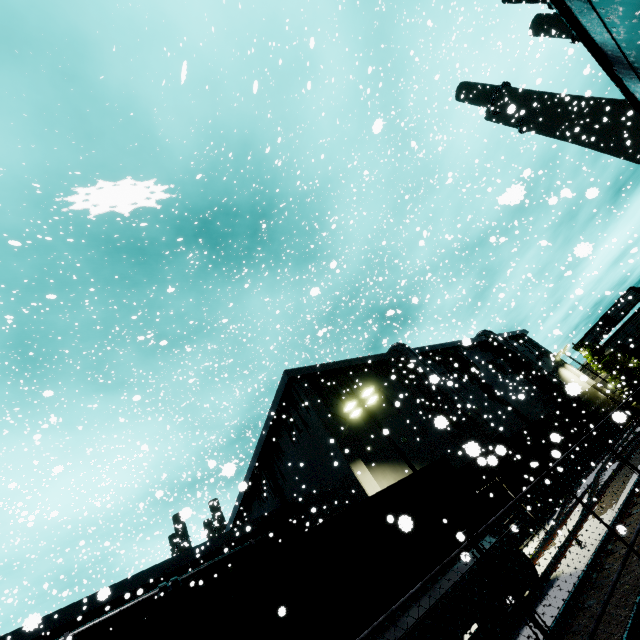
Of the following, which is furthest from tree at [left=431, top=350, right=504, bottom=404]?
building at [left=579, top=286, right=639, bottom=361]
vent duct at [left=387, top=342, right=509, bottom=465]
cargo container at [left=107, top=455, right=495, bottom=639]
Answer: cargo container at [left=107, top=455, right=495, bottom=639]

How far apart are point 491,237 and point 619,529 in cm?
560

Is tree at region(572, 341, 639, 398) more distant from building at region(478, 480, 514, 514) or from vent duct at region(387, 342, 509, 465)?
vent duct at region(387, 342, 509, 465)

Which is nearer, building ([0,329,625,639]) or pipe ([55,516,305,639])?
pipe ([55,516,305,639])

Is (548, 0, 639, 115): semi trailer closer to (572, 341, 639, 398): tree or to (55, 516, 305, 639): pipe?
(572, 341, 639, 398): tree

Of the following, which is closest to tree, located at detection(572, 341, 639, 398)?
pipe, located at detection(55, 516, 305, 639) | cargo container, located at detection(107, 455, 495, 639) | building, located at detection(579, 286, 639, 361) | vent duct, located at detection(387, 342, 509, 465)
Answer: building, located at detection(579, 286, 639, 361)

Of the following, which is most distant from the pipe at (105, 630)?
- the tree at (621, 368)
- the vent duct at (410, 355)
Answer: the tree at (621, 368)

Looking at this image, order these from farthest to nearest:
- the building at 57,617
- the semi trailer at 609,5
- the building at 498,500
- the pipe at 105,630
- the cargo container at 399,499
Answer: the building at 498,500
the building at 57,617
the pipe at 105,630
the cargo container at 399,499
the semi trailer at 609,5
